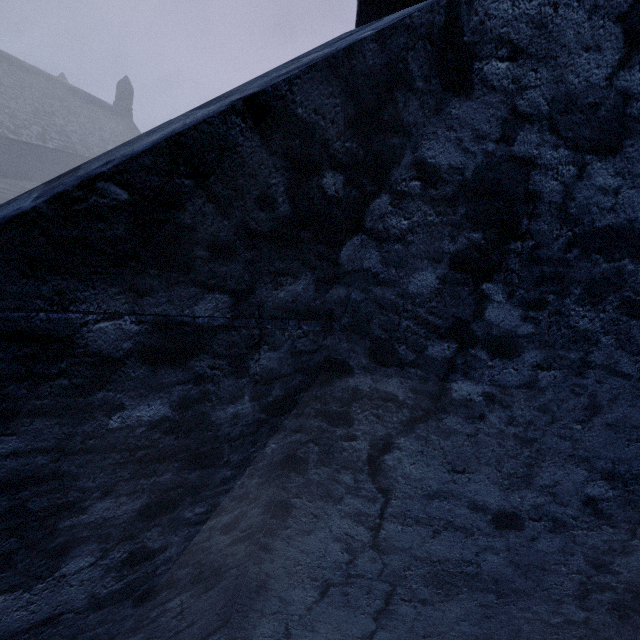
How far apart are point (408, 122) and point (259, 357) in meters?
1.1 m
